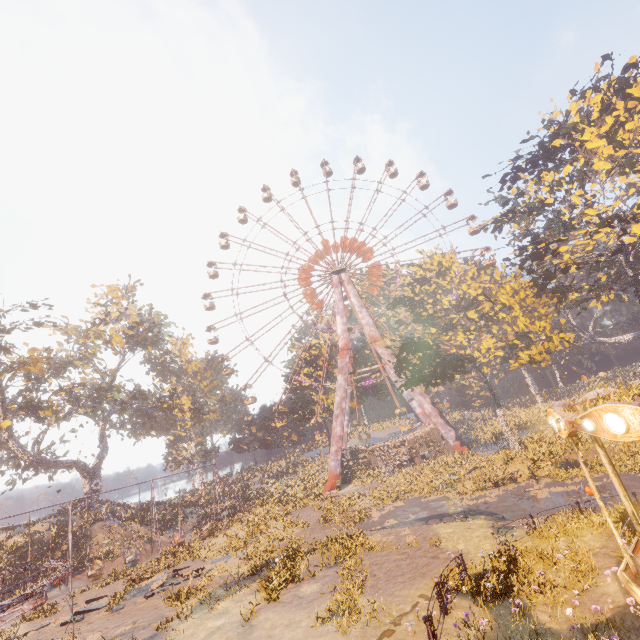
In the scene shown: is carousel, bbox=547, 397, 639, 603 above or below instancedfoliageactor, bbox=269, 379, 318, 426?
below

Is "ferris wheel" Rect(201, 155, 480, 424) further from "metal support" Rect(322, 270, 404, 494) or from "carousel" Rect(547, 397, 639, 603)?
"carousel" Rect(547, 397, 639, 603)

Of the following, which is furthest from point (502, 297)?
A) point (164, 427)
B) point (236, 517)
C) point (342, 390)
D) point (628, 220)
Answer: point (164, 427)

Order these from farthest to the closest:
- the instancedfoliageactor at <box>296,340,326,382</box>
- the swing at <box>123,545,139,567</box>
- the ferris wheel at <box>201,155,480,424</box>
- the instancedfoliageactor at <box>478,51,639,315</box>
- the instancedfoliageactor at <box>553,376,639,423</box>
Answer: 1. the instancedfoliageactor at <box>296,340,326,382</box>
2. the ferris wheel at <box>201,155,480,424</box>
3. the instancedfoliageactor at <box>478,51,639,315</box>
4. the swing at <box>123,545,139,567</box>
5. the instancedfoliageactor at <box>553,376,639,423</box>

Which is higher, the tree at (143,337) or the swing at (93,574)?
the tree at (143,337)

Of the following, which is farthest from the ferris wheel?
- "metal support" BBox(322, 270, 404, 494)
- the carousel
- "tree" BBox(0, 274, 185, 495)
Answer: the carousel

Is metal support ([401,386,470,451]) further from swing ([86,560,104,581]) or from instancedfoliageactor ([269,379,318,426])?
swing ([86,560,104,581])

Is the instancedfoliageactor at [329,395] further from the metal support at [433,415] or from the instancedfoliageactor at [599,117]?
the instancedfoliageactor at [599,117]
